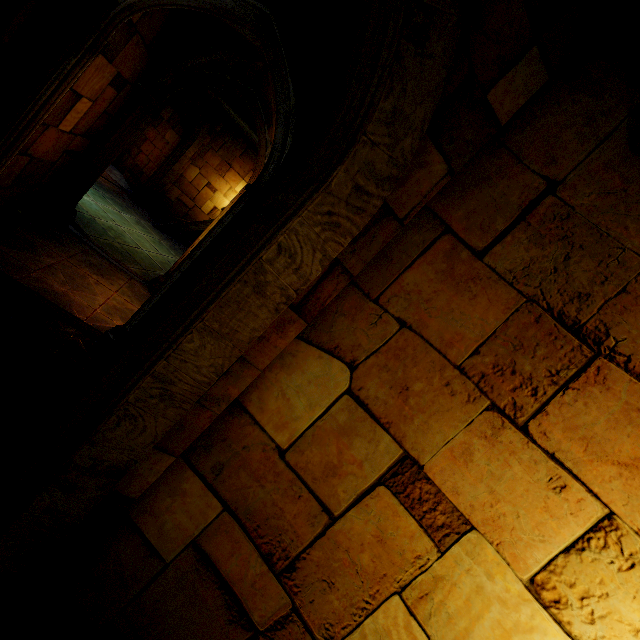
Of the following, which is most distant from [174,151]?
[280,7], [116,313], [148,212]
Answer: [280,7]
